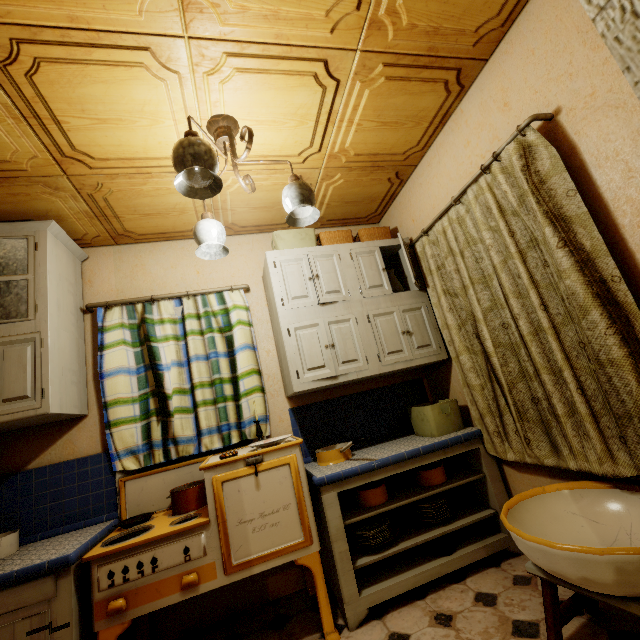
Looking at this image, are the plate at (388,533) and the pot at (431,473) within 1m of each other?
yes

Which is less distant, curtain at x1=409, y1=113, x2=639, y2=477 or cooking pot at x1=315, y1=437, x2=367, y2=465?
curtain at x1=409, y1=113, x2=639, y2=477

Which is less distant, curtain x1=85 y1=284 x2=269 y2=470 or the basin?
the basin

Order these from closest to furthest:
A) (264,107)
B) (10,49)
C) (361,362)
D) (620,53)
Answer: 1. (620,53)
2. (10,49)
3. (264,107)
4. (361,362)

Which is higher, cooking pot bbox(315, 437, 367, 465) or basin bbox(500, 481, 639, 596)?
cooking pot bbox(315, 437, 367, 465)

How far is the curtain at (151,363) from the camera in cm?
233

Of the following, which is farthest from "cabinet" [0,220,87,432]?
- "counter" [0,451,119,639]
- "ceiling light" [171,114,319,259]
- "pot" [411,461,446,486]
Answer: "pot" [411,461,446,486]

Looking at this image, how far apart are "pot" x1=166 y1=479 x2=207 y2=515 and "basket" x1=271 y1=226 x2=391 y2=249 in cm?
183
